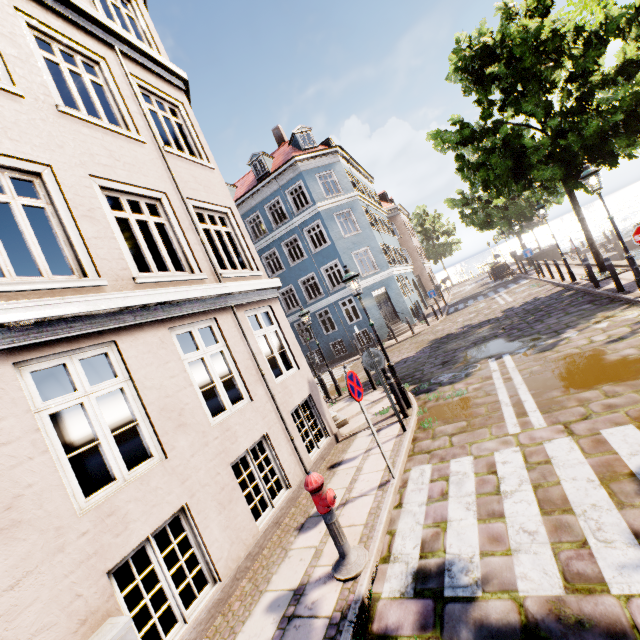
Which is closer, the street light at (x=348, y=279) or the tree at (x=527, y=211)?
the street light at (x=348, y=279)

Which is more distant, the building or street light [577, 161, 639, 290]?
street light [577, 161, 639, 290]

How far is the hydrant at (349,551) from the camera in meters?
3.8 m

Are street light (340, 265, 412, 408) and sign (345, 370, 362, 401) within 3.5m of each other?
yes

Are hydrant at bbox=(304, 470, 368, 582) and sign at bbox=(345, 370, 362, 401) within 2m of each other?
yes

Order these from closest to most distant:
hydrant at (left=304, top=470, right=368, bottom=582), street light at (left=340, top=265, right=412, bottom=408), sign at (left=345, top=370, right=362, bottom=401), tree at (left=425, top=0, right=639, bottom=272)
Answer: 1. hydrant at (left=304, top=470, right=368, bottom=582)
2. sign at (left=345, top=370, right=362, bottom=401)
3. street light at (left=340, top=265, right=412, bottom=408)
4. tree at (left=425, top=0, right=639, bottom=272)

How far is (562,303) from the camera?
11.8m

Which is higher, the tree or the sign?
the tree
